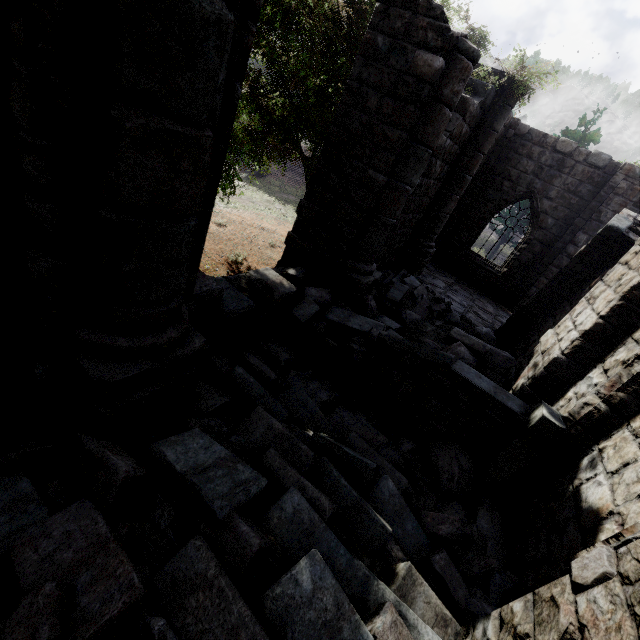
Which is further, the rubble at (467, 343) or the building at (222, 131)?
the rubble at (467, 343)

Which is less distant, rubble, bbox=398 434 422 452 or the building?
the building

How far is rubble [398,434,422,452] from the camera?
4.7m

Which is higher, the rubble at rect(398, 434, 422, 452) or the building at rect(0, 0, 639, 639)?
the building at rect(0, 0, 639, 639)

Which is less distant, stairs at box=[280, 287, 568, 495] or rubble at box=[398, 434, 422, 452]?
stairs at box=[280, 287, 568, 495]

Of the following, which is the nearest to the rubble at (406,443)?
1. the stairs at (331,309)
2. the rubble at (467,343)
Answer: the stairs at (331,309)

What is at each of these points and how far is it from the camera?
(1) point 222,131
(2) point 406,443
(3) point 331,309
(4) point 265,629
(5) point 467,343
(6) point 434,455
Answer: (1) building, 2.46m
(2) rubble, 4.73m
(3) stairs, 5.80m
(4) rubble, 1.85m
(5) rubble, 6.50m
(6) rubble, 4.64m
